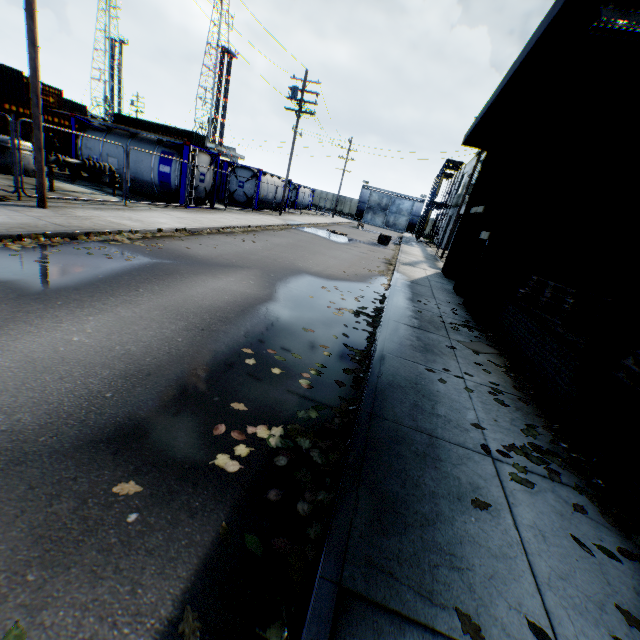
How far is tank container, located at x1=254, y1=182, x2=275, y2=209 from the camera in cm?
2483

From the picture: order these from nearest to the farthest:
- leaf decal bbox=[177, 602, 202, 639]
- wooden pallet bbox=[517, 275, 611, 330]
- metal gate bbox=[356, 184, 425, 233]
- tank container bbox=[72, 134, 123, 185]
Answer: leaf decal bbox=[177, 602, 202, 639] < wooden pallet bbox=[517, 275, 611, 330] < tank container bbox=[72, 134, 123, 185] < metal gate bbox=[356, 184, 425, 233]

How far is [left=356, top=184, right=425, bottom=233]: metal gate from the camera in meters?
57.5

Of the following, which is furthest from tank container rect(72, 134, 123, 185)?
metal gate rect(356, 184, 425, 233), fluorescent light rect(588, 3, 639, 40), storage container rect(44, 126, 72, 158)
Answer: metal gate rect(356, 184, 425, 233)

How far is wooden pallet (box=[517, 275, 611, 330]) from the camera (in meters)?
6.05

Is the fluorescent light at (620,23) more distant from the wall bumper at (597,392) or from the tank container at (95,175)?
the tank container at (95,175)

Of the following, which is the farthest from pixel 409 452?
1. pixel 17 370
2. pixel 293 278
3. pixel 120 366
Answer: pixel 293 278

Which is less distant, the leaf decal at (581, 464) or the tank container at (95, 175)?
the leaf decal at (581, 464)
